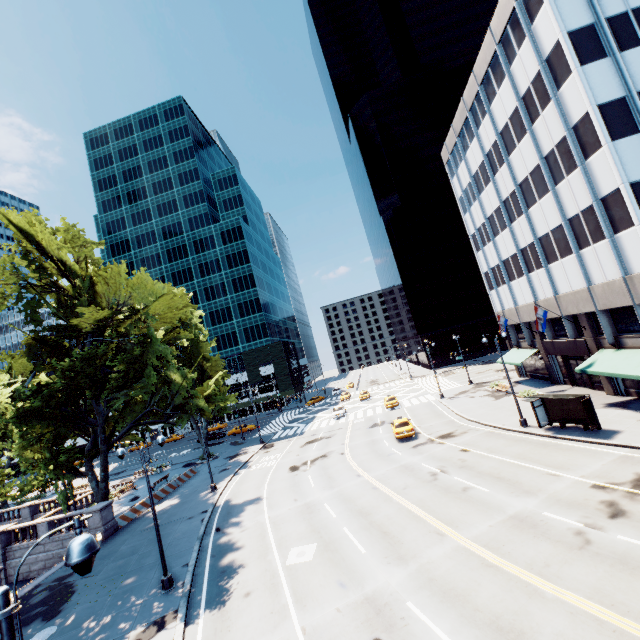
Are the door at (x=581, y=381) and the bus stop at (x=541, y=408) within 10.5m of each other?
yes

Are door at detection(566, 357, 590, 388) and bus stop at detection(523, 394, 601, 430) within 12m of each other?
yes

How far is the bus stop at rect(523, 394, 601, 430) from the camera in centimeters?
2048cm

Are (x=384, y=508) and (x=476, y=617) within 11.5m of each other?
yes

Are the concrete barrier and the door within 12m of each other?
no

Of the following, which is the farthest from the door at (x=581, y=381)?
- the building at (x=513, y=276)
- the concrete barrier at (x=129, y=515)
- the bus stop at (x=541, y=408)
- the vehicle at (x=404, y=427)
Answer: the concrete barrier at (x=129, y=515)

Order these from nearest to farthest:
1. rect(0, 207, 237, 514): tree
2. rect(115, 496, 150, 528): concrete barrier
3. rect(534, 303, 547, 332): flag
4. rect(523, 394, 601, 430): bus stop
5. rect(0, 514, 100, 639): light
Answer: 1. rect(0, 514, 100, 639): light
2. rect(523, 394, 601, 430): bus stop
3. rect(0, 207, 237, 514): tree
4. rect(115, 496, 150, 528): concrete barrier
5. rect(534, 303, 547, 332): flag

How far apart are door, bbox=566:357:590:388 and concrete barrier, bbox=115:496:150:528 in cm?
4137
